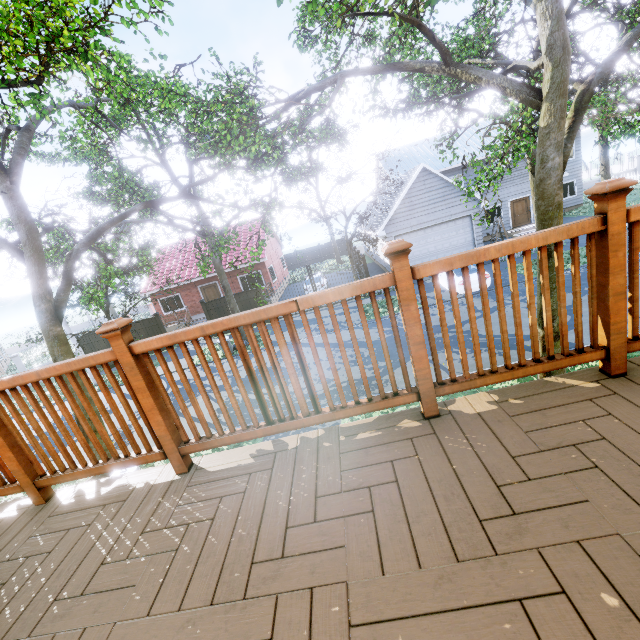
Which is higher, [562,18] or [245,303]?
[562,18]

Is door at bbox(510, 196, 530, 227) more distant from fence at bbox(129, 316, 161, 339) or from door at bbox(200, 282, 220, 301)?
door at bbox(200, 282, 220, 301)

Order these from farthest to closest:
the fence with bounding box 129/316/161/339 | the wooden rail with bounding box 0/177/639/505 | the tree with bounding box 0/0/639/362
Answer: the fence with bounding box 129/316/161/339, the tree with bounding box 0/0/639/362, the wooden rail with bounding box 0/177/639/505

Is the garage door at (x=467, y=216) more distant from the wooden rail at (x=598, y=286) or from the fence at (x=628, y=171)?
the wooden rail at (x=598, y=286)

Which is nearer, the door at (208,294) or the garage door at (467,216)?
the garage door at (467,216)

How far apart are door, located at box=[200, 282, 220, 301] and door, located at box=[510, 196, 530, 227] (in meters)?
23.63

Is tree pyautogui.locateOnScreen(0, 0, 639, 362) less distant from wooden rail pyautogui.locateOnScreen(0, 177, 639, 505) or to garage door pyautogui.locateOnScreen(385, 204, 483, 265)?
garage door pyautogui.locateOnScreen(385, 204, 483, 265)

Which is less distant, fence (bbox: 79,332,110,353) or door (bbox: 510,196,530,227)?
fence (bbox: 79,332,110,353)
